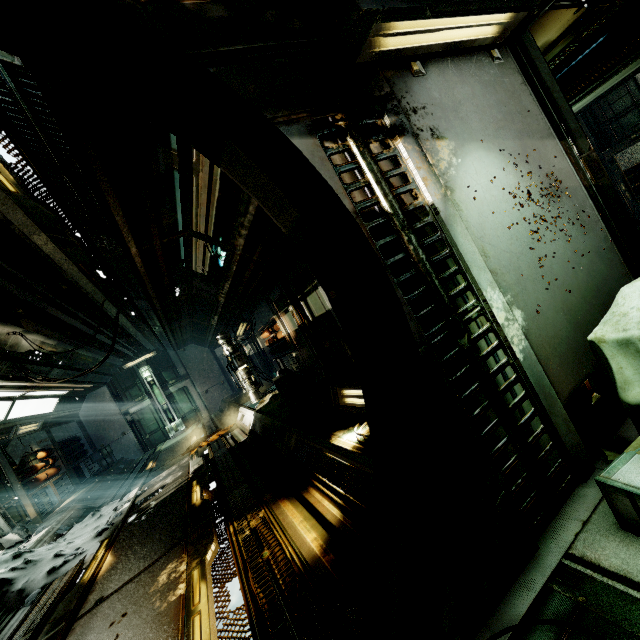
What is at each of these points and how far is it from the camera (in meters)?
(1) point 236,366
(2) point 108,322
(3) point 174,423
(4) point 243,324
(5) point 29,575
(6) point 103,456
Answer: (1) generator, 9.52
(2) pipe, 9.59
(3) wall detail, 16.56
(4) ceiling light, 11.12
(5) snow pile, 5.66
(6) crate, 14.73

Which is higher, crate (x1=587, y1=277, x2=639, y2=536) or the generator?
the generator

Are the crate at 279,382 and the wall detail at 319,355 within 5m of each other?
yes

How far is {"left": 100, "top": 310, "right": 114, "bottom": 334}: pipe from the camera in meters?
9.0 m

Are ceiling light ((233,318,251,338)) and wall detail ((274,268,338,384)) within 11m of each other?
yes

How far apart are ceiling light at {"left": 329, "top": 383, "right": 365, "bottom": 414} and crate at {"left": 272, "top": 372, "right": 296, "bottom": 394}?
3.5 meters

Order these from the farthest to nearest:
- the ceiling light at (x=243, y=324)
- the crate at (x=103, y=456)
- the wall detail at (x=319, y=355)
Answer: the crate at (x=103, y=456) < the ceiling light at (x=243, y=324) < the wall detail at (x=319, y=355)

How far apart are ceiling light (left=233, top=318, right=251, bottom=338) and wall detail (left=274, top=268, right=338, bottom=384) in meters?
3.3
